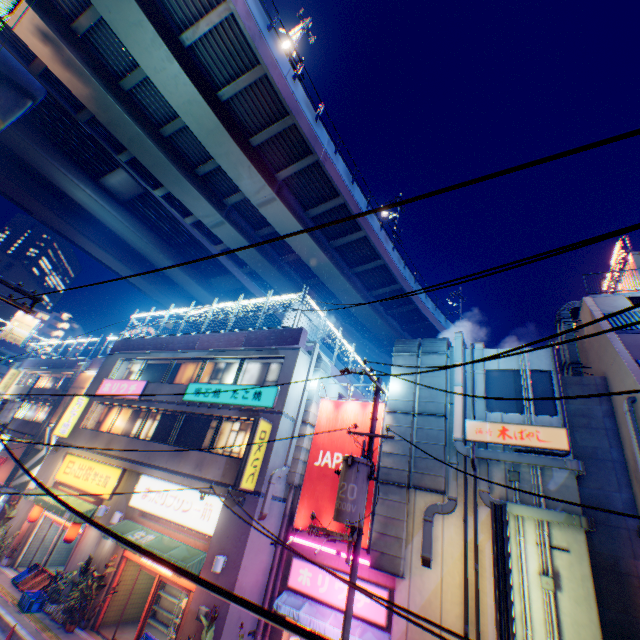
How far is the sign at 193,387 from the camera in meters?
14.7

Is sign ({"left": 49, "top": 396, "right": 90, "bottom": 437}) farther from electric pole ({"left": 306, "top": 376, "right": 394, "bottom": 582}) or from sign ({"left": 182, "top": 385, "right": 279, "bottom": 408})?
electric pole ({"left": 306, "top": 376, "right": 394, "bottom": 582})

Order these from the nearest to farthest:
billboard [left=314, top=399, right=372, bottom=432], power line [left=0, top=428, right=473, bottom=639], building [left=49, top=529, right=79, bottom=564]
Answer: power line [left=0, top=428, right=473, bottom=639], billboard [left=314, top=399, right=372, bottom=432], building [left=49, top=529, right=79, bottom=564]

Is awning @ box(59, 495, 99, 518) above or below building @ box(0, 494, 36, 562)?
above

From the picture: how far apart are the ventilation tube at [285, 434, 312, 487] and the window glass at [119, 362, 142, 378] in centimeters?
1219cm

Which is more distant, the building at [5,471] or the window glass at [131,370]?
the building at [5,471]

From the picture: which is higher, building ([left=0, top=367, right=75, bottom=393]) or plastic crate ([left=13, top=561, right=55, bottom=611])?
building ([left=0, top=367, right=75, bottom=393])

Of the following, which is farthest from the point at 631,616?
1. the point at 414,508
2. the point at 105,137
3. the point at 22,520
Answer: the point at 105,137
